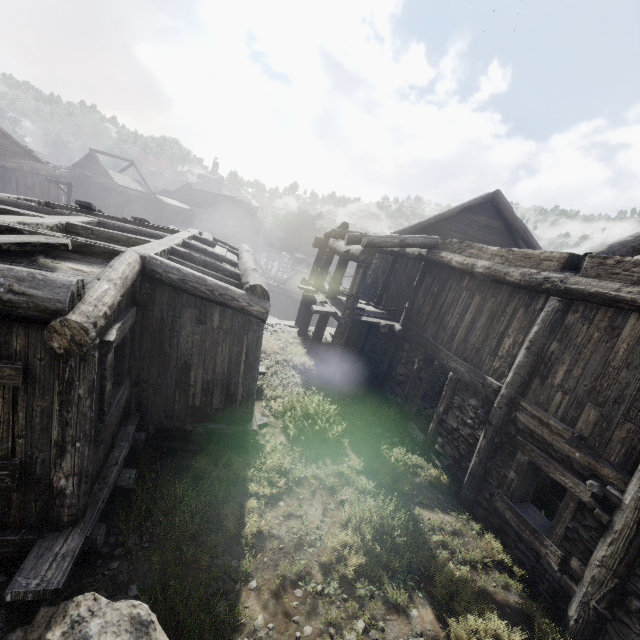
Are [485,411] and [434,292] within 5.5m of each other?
yes
